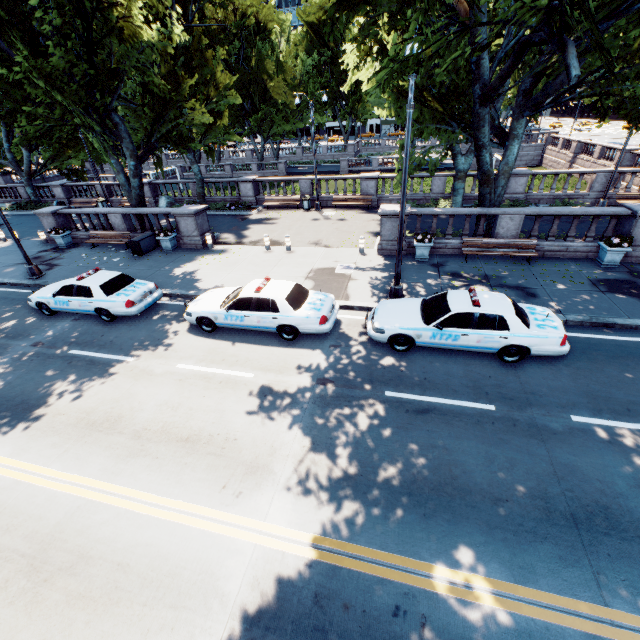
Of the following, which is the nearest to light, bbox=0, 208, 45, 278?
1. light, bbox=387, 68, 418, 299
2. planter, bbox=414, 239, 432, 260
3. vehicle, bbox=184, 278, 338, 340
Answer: vehicle, bbox=184, 278, 338, 340

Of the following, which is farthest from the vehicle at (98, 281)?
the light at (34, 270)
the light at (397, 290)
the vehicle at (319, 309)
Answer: the light at (397, 290)

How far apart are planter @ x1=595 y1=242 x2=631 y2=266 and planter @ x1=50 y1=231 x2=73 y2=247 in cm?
2806

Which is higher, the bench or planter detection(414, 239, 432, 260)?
the bench

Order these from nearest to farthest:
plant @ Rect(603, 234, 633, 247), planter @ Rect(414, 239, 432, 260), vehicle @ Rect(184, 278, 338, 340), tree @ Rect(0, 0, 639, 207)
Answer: tree @ Rect(0, 0, 639, 207) → vehicle @ Rect(184, 278, 338, 340) → plant @ Rect(603, 234, 633, 247) → planter @ Rect(414, 239, 432, 260)

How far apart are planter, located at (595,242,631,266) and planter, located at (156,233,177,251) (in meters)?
20.36

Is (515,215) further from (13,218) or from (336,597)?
(13,218)

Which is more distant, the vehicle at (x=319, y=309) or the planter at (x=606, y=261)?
the planter at (x=606, y=261)
